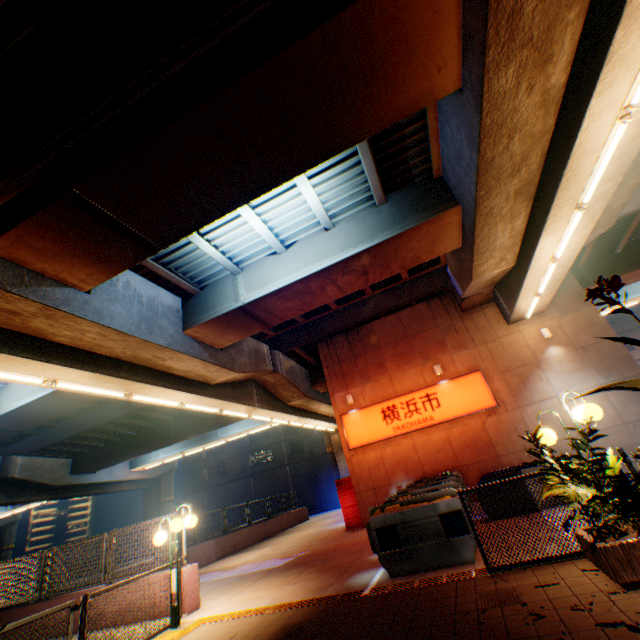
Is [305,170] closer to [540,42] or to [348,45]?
[348,45]

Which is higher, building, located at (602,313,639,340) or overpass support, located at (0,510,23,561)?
building, located at (602,313,639,340)

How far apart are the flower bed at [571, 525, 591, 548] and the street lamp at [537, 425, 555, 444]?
0.38m

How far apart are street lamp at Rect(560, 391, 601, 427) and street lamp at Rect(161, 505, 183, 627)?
7.7m

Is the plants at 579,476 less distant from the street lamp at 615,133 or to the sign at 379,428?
the street lamp at 615,133

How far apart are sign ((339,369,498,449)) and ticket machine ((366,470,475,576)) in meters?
7.4

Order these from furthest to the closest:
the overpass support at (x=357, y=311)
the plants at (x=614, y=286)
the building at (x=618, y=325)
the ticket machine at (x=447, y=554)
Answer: the building at (x=618, y=325) < the ticket machine at (x=447, y=554) < the overpass support at (x=357, y=311) < the plants at (x=614, y=286)
